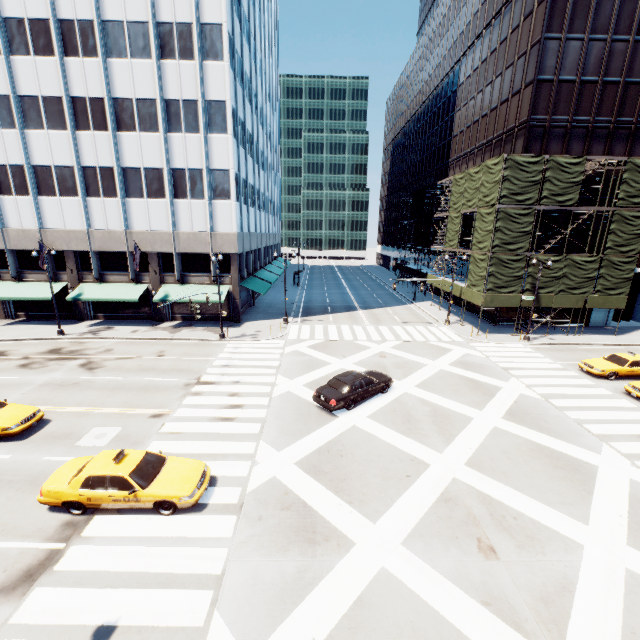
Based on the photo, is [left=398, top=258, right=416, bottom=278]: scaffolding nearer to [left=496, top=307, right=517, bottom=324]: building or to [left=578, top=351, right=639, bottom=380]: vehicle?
[left=496, top=307, right=517, bottom=324]: building

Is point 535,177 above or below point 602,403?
above

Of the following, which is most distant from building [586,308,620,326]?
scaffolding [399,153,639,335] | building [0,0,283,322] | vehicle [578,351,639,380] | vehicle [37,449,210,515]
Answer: vehicle [37,449,210,515]

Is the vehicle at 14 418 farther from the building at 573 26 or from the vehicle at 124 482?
the building at 573 26

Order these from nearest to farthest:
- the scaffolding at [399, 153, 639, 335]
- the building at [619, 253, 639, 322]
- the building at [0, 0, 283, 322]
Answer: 1. the building at [0, 0, 283, 322]
2. the scaffolding at [399, 153, 639, 335]
3. the building at [619, 253, 639, 322]

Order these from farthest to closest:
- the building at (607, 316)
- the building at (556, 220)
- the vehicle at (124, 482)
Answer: the building at (607, 316)
the building at (556, 220)
the vehicle at (124, 482)

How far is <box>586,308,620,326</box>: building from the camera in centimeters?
3391cm
